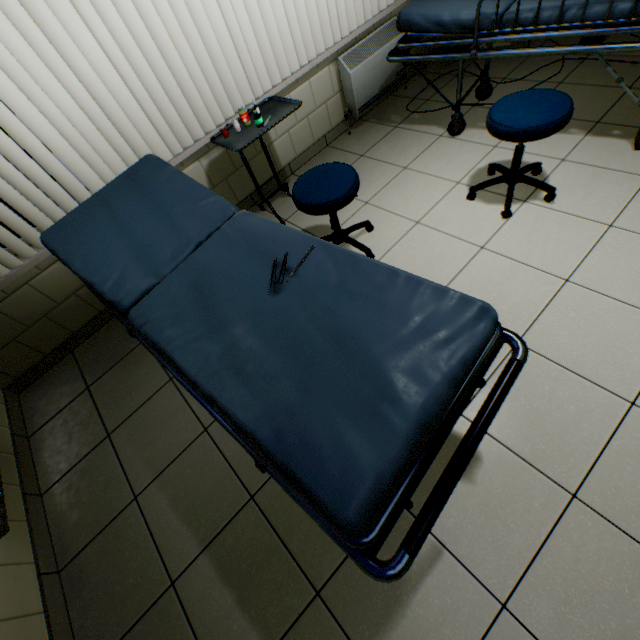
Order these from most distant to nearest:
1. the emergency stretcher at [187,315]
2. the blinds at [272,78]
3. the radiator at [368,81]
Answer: the radiator at [368,81]
the blinds at [272,78]
the emergency stretcher at [187,315]

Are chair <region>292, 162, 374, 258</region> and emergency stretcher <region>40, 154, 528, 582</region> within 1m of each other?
yes

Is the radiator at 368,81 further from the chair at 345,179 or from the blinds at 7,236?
the chair at 345,179

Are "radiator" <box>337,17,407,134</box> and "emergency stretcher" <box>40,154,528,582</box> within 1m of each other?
no

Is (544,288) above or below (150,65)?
below

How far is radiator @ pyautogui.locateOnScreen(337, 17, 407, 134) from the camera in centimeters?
288cm

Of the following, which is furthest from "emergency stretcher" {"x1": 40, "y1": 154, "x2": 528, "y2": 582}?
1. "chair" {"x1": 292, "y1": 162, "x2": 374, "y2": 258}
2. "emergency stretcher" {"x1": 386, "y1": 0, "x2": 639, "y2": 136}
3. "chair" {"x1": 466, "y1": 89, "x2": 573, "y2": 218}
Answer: "emergency stretcher" {"x1": 386, "y1": 0, "x2": 639, "y2": 136}

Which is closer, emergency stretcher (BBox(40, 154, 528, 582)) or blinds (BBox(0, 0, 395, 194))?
emergency stretcher (BBox(40, 154, 528, 582))
